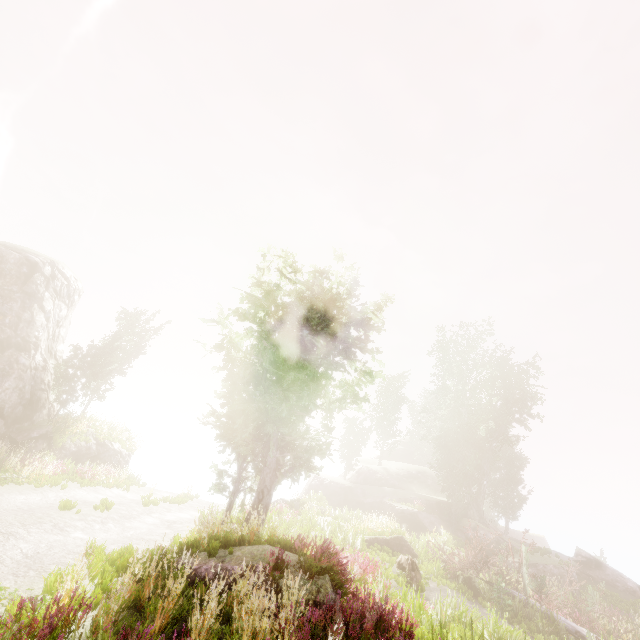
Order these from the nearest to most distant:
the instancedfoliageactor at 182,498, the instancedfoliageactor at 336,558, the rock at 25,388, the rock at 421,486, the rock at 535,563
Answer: the instancedfoliageactor at 336,558, the instancedfoliageactor at 182,498, the rock at 25,388, the rock at 535,563, the rock at 421,486

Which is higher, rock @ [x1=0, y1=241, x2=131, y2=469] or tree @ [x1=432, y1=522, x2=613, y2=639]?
rock @ [x1=0, y1=241, x2=131, y2=469]

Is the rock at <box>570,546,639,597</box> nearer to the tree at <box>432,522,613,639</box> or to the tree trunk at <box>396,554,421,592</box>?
the tree at <box>432,522,613,639</box>

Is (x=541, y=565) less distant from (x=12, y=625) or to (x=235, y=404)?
(x=235, y=404)

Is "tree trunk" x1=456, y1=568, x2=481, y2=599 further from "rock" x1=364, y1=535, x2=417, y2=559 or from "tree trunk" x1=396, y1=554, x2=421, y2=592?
"tree trunk" x1=396, y1=554, x2=421, y2=592

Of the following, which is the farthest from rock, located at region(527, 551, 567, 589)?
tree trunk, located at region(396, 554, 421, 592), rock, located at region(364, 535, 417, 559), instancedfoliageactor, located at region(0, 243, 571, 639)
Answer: tree trunk, located at region(396, 554, 421, 592)

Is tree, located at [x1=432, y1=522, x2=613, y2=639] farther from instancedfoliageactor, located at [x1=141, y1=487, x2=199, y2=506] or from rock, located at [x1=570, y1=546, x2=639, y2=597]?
rock, located at [x1=570, y1=546, x2=639, y2=597]

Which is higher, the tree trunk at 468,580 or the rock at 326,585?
the rock at 326,585
